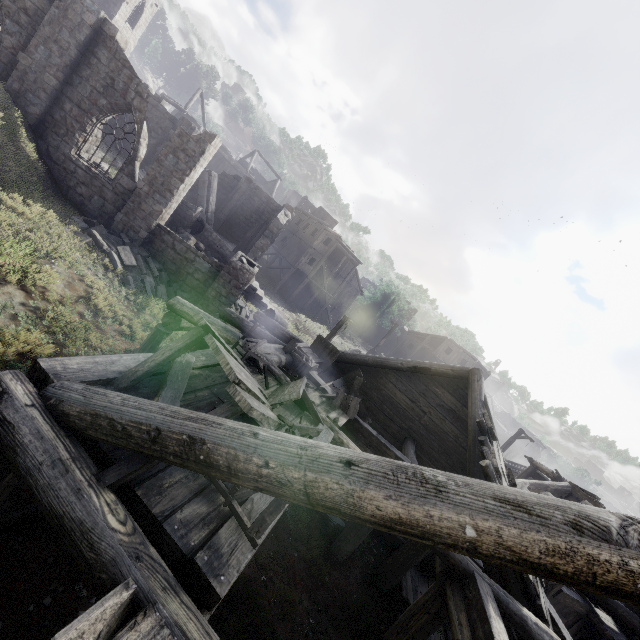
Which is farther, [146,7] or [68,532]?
[146,7]

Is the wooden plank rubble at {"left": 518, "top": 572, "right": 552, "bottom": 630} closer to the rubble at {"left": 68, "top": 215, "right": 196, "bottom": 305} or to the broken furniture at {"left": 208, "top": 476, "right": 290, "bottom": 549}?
the broken furniture at {"left": 208, "top": 476, "right": 290, "bottom": 549}

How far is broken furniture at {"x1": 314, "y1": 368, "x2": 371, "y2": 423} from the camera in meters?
8.5 m

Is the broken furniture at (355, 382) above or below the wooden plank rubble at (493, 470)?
below

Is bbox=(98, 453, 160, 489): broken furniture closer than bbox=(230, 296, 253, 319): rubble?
Yes

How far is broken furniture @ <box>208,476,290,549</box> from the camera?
3.0m

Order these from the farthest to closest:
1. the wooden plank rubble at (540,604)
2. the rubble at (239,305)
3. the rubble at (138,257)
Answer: the rubble at (239,305) → the rubble at (138,257) → the wooden plank rubble at (540,604)

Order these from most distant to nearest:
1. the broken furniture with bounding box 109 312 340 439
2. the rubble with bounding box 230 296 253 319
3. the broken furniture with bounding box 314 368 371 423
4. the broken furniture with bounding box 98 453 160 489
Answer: the rubble with bounding box 230 296 253 319 < the broken furniture with bounding box 314 368 371 423 < the broken furniture with bounding box 109 312 340 439 < the broken furniture with bounding box 98 453 160 489
